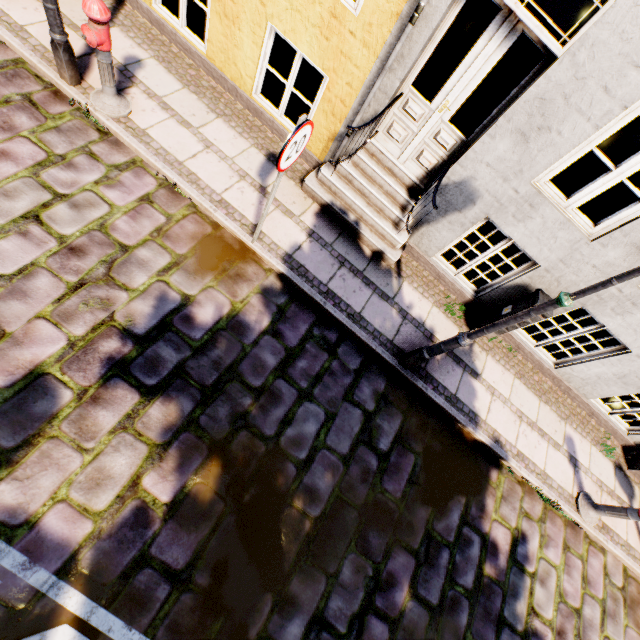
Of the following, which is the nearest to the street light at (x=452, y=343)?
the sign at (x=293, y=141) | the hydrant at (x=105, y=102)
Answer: the sign at (x=293, y=141)

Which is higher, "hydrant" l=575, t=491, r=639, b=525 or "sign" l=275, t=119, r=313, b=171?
"sign" l=275, t=119, r=313, b=171

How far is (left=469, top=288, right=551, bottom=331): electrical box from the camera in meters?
4.7 m

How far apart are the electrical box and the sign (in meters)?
3.79

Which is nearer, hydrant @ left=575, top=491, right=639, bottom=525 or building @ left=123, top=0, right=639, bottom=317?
building @ left=123, top=0, right=639, bottom=317

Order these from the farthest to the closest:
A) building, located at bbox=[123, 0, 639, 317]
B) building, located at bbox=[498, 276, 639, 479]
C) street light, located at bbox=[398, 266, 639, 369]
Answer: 1. building, located at bbox=[498, 276, 639, 479]
2. building, located at bbox=[123, 0, 639, 317]
3. street light, located at bbox=[398, 266, 639, 369]

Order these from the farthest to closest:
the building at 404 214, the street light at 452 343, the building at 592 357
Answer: the building at 592 357, the building at 404 214, the street light at 452 343

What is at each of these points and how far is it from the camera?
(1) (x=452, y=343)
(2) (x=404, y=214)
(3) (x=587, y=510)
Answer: (1) street light, 3.91m
(2) building, 5.16m
(3) hydrant, 5.16m
